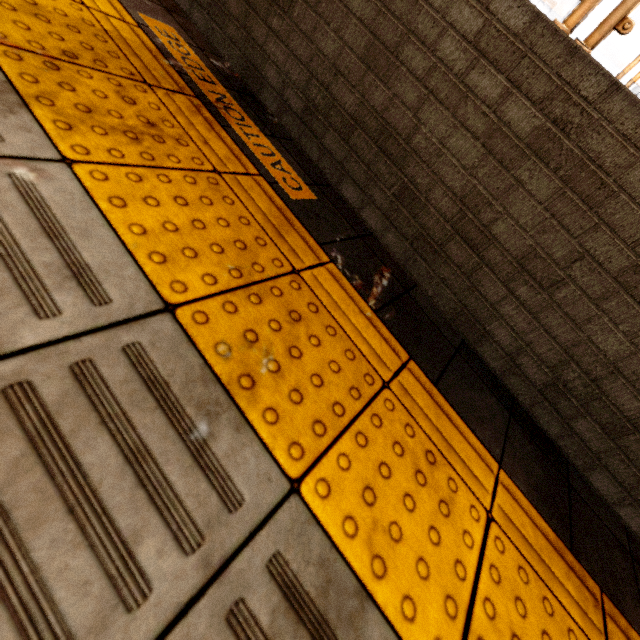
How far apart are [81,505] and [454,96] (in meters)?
1.77
